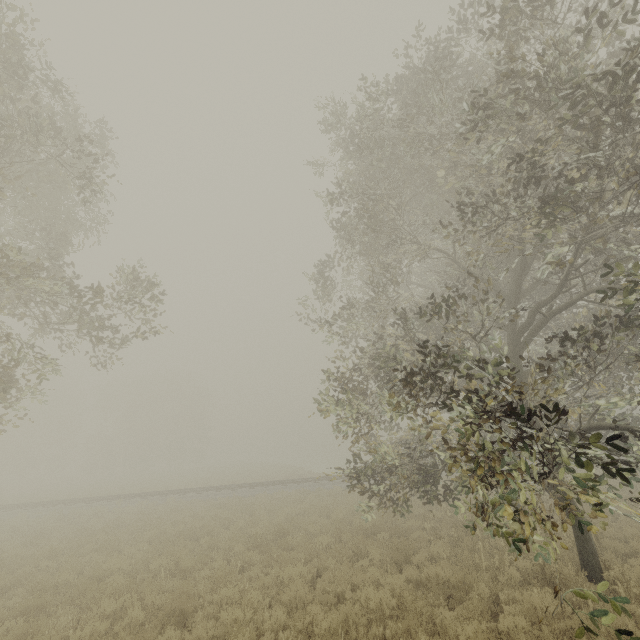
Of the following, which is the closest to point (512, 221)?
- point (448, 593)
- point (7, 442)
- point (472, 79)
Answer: point (472, 79)

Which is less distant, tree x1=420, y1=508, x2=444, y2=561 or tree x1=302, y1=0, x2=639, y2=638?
tree x1=302, y1=0, x2=639, y2=638

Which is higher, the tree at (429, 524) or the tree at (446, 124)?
the tree at (446, 124)

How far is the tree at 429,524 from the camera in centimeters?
933cm

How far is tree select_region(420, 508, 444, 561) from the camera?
9.3m

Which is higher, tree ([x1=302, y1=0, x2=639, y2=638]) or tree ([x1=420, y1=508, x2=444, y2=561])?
tree ([x1=302, y1=0, x2=639, y2=638])
